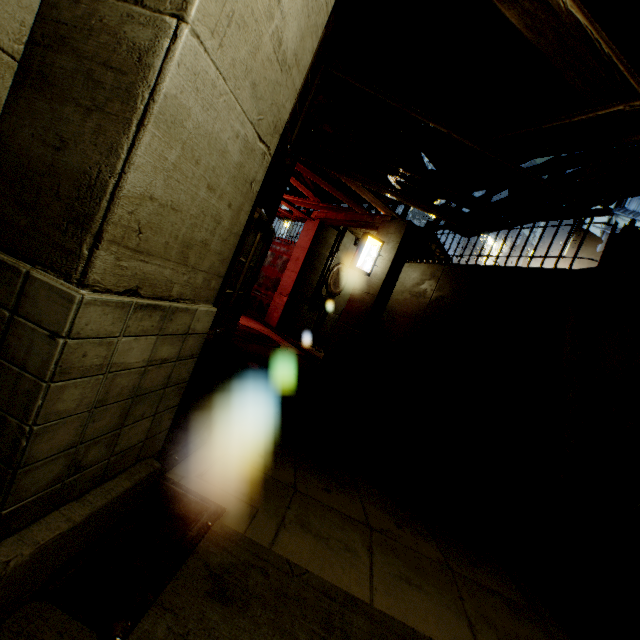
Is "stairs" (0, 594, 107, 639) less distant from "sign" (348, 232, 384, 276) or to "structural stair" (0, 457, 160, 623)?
"structural stair" (0, 457, 160, 623)

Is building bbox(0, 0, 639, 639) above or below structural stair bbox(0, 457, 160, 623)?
above

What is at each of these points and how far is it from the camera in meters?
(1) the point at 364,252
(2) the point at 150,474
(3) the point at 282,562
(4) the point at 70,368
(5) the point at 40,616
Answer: (1) sign, 9.9 m
(2) structural stair, 2.3 m
(3) stairs, 2.4 m
(4) building, 1.4 m
(5) stairs, 1.6 m

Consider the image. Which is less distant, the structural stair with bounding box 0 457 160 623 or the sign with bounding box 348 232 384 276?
the structural stair with bounding box 0 457 160 623

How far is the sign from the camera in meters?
9.8 m

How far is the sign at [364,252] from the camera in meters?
9.8 m

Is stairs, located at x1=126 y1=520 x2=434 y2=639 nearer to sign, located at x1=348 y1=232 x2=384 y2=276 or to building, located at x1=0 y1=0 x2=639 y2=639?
building, located at x1=0 y1=0 x2=639 y2=639

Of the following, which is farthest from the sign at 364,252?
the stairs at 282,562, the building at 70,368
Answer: the stairs at 282,562
